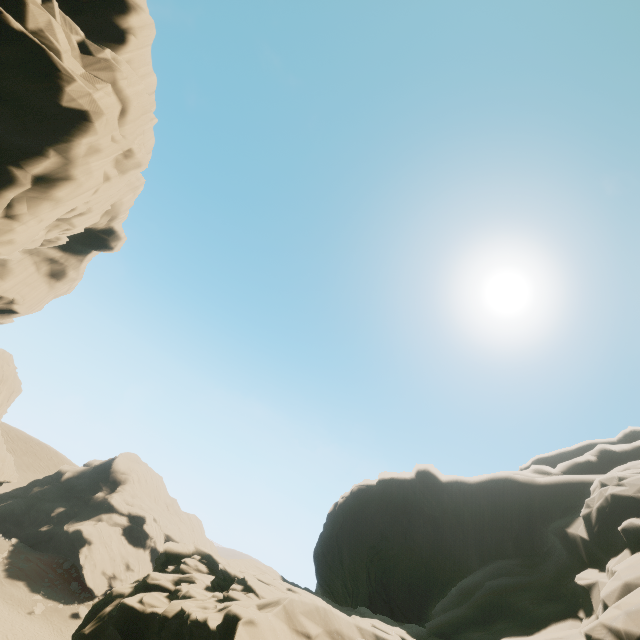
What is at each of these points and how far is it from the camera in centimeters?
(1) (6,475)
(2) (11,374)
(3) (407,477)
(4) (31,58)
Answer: (1) rock, 3634cm
(2) rock, 4394cm
(3) rock, 3155cm
(4) rock, 1686cm

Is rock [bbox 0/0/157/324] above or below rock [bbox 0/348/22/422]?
above

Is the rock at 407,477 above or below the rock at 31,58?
below

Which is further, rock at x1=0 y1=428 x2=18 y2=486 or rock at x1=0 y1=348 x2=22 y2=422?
rock at x1=0 y1=348 x2=22 y2=422
